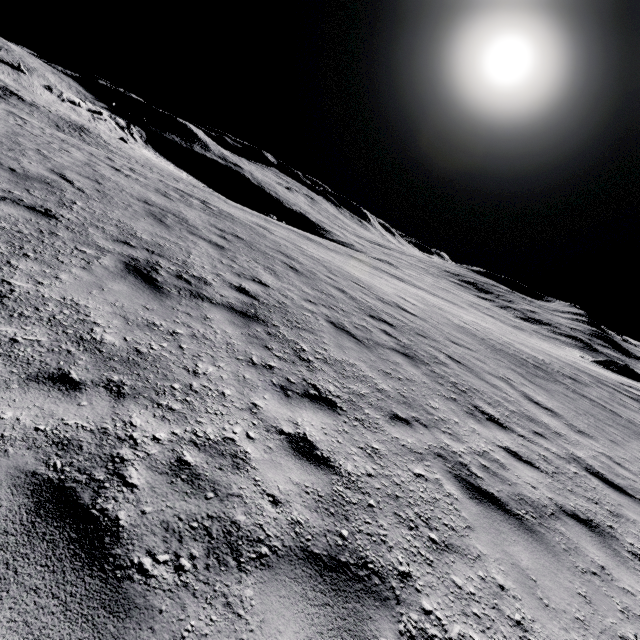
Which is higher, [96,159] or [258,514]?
[96,159]
